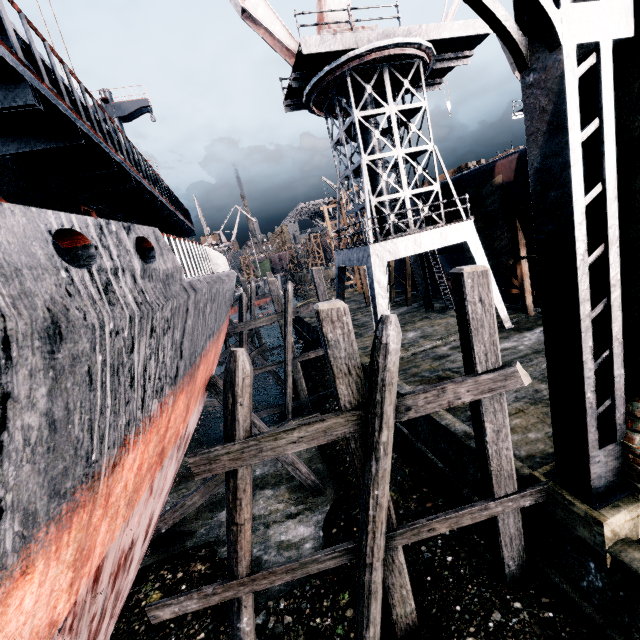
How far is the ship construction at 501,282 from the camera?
20.23m

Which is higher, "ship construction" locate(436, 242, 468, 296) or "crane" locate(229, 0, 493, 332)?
"crane" locate(229, 0, 493, 332)

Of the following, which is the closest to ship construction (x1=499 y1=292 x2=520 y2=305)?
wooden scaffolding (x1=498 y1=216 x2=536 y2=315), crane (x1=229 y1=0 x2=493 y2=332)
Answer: wooden scaffolding (x1=498 y1=216 x2=536 y2=315)

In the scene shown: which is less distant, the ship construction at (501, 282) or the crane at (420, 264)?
the crane at (420, 264)

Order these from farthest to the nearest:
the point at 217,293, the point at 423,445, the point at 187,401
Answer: the point at 423,445 < the point at 217,293 < the point at 187,401

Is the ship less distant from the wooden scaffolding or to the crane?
the crane

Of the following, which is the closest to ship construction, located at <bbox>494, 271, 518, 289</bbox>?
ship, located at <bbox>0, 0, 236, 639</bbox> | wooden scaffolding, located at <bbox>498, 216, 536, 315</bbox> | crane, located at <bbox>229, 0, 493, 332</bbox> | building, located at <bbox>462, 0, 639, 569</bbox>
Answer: wooden scaffolding, located at <bbox>498, 216, 536, 315</bbox>

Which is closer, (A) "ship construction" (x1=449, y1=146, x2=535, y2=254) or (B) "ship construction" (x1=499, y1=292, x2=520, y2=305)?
(A) "ship construction" (x1=449, y1=146, x2=535, y2=254)
